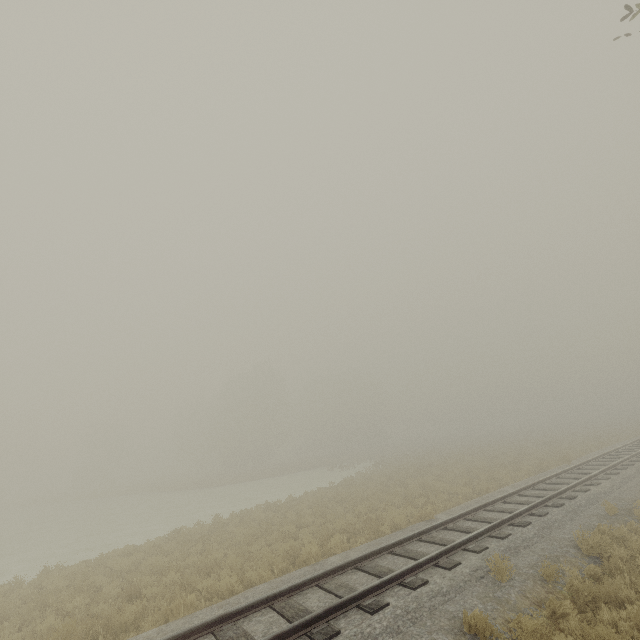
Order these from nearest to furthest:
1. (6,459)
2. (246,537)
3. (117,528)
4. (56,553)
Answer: (246,537)
(56,553)
(117,528)
(6,459)
